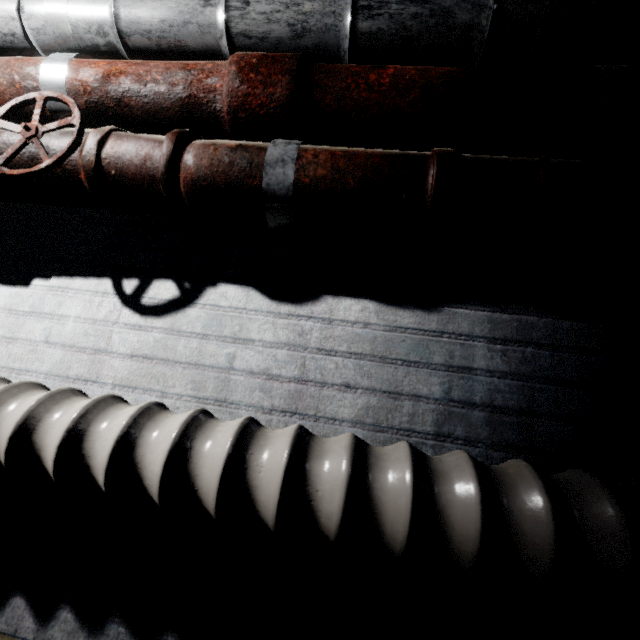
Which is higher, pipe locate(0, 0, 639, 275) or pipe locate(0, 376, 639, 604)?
pipe locate(0, 0, 639, 275)

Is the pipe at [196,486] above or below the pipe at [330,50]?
below

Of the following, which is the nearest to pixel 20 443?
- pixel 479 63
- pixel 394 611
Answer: pixel 394 611
